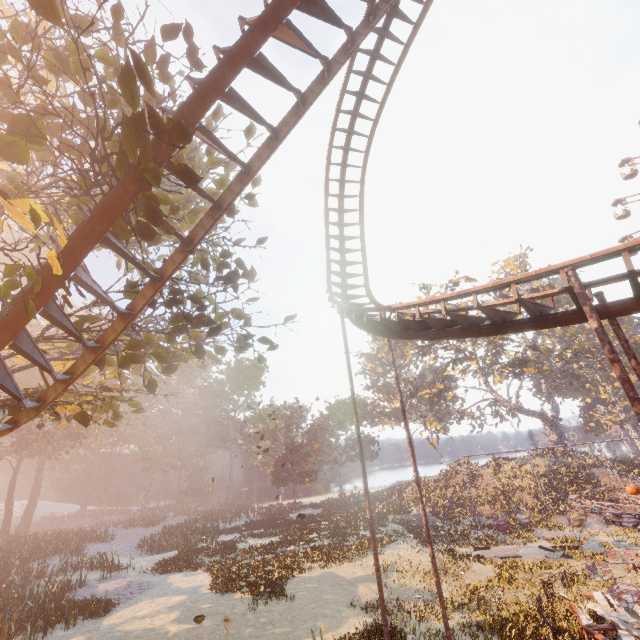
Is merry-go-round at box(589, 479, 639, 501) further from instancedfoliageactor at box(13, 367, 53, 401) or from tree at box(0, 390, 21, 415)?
tree at box(0, 390, 21, 415)

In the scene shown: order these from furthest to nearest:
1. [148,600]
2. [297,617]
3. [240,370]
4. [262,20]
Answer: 1. [240,370]
2. [148,600]
3. [297,617]
4. [262,20]

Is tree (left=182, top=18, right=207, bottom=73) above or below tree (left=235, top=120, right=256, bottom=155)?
above

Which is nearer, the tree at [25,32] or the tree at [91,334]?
the tree at [25,32]

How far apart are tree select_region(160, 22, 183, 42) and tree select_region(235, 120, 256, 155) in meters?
2.5 m

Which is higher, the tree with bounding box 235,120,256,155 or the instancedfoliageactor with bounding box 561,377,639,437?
the tree with bounding box 235,120,256,155

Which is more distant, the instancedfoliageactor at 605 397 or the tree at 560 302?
the instancedfoliageactor at 605 397

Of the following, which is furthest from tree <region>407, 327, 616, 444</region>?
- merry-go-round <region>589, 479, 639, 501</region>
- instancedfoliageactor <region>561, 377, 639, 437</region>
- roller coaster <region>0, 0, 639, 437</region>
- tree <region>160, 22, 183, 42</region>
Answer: tree <region>160, 22, 183, 42</region>
